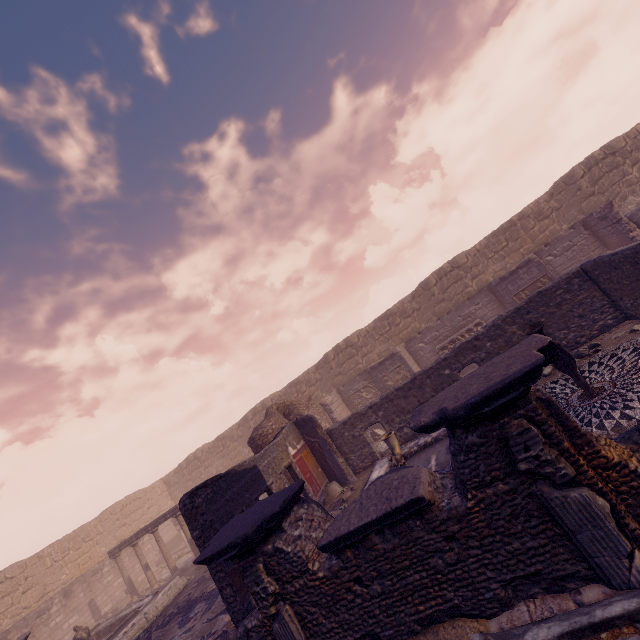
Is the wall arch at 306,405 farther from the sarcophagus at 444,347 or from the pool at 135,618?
the sarcophagus at 444,347

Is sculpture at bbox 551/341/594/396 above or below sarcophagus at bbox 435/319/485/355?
below

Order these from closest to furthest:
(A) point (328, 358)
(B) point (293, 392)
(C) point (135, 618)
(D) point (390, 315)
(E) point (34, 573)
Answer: (C) point (135, 618) → (E) point (34, 573) → (D) point (390, 315) → (A) point (328, 358) → (B) point (293, 392)

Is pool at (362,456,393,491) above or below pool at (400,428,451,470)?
above

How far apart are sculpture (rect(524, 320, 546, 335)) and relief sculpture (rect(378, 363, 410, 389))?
8.45m

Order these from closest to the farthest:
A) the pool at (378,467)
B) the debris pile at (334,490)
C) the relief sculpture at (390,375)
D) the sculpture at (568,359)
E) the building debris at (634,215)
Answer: the sculpture at (568,359) → the pool at (378,467) → the debris pile at (334,490) → the building debris at (634,215) → the relief sculpture at (390,375)

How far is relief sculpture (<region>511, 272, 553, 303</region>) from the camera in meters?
13.1 m

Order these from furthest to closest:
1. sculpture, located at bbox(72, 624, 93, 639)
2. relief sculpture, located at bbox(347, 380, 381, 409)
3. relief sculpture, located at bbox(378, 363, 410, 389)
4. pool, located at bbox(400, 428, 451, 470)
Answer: relief sculpture, located at bbox(347, 380, 381, 409), relief sculpture, located at bbox(378, 363, 410, 389), sculpture, located at bbox(72, 624, 93, 639), pool, located at bbox(400, 428, 451, 470)
